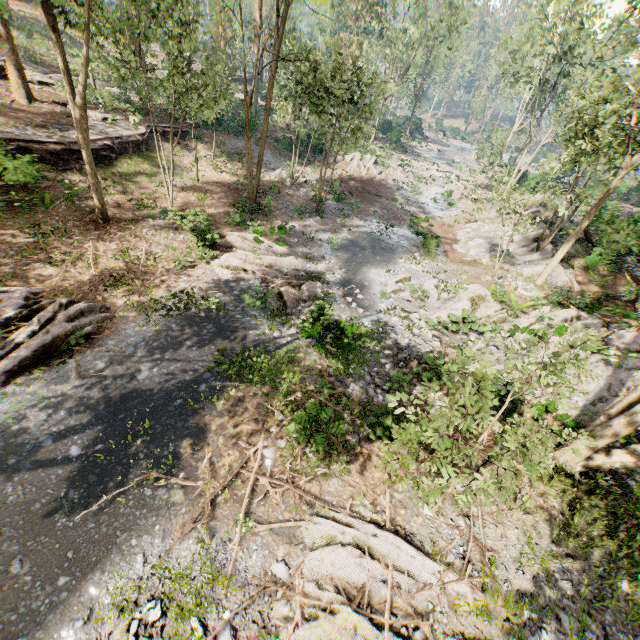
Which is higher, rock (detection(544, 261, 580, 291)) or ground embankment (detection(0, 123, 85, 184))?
rock (detection(544, 261, 580, 291))

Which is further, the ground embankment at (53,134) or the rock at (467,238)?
the rock at (467,238)

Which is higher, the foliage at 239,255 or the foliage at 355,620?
the foliage at 355,620

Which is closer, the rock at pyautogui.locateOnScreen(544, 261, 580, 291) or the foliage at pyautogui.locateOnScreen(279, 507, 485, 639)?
the foliage at pyautogui.locateOnScreen(279, 507, 485, 639)

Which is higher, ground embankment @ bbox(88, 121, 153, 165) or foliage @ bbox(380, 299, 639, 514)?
foliage @ bbox(380, 299, 639, 514)

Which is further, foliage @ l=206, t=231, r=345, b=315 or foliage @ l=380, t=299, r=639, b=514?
foliage @ l=206, t=231, r=345, b=315

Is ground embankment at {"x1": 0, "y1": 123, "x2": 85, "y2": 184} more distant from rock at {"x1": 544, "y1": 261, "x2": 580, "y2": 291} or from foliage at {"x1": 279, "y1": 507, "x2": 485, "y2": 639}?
rock at {"x1": 544, "y1": 261, "x2": 580, "y2": 291}

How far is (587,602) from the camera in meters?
6.5 m
